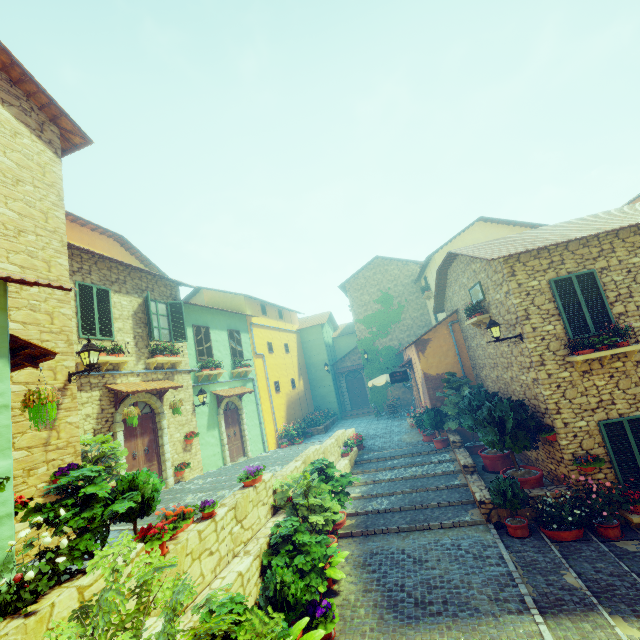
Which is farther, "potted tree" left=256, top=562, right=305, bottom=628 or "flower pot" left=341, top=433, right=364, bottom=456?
"flower pot" left=341, top=433, right=364, bottom=456

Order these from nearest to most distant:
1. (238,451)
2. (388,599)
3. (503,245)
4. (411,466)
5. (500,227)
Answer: (388,599), (503,245), (411,466), (238,451), (500,227)

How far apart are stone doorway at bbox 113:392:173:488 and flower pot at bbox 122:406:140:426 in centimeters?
32cm

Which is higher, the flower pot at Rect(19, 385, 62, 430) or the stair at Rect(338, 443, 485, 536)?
the flower pot at Rect(19, 385, 62, 430)

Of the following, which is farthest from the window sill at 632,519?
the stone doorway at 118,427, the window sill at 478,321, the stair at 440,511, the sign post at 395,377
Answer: the stone doorway at 118,427

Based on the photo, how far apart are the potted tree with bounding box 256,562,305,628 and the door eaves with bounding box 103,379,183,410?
6.1 meters

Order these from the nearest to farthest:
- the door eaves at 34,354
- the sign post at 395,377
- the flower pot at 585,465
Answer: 1. the door eaves at 34,354
2. the flower pot at 585,465
3. the sign post at 395,377

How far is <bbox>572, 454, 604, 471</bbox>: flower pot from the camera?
7.6 meters
